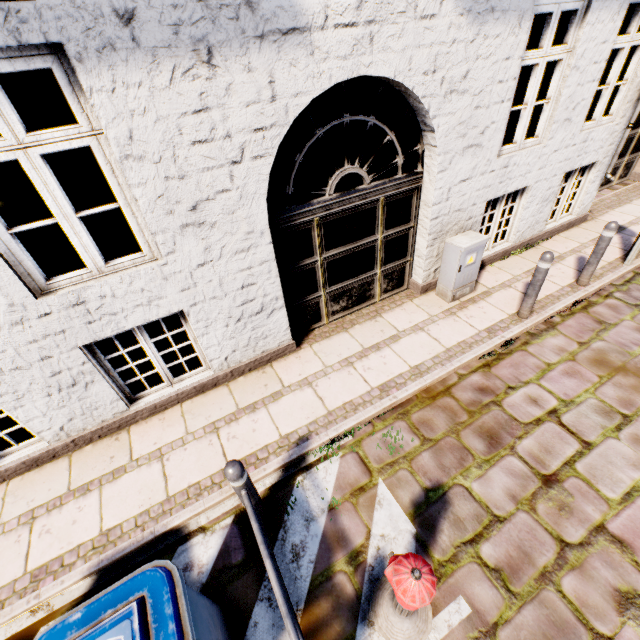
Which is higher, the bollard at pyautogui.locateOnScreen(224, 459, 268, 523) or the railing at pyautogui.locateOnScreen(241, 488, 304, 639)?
the bollard at pyautogui.locateOnScreen(224, 459, 268, 523)

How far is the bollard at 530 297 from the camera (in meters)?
4.36

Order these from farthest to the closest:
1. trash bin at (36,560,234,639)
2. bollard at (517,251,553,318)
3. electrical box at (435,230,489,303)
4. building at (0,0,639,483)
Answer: electrical box at (435,230,489,303)
bollard at (517,251,553,318)
building at (0,0,639,483)
trash bin at (36,560,234,639)

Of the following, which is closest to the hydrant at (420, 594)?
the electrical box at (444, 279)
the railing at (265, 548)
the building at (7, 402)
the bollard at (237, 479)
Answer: the railing at (265, 548)

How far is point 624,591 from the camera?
2.64m

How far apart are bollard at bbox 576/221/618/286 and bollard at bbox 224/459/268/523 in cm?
604

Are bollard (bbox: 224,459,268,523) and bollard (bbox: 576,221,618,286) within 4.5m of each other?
no

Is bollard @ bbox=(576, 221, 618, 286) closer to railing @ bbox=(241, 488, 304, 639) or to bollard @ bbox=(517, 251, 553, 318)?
bollard @ bbox=(517, 251, 553, 318)
